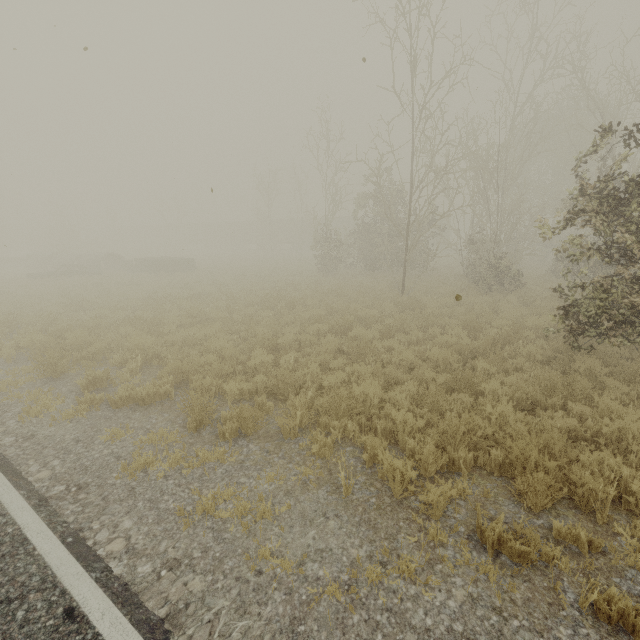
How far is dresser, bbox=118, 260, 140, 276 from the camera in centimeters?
2578cm

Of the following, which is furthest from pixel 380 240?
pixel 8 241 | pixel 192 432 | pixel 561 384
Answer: pixel 8 241

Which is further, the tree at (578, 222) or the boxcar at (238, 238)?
the boxcar at (238, 238)

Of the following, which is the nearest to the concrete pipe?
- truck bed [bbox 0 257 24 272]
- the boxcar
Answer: truck bed [bbox 0 257 24 272]

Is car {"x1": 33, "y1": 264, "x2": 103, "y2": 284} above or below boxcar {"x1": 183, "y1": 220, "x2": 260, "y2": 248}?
below

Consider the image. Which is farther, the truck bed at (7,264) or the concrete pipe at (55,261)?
the truck bed at (7,264)

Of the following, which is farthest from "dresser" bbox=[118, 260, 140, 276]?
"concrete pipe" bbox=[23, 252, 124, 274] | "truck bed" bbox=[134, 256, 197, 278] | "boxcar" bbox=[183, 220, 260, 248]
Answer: "boxcar" bbox=[183, 220, 260, 248]

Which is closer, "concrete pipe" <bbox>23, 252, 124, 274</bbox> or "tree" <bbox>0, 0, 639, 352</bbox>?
"tree" <bbox>0, 0, 639, 352</bbox>
